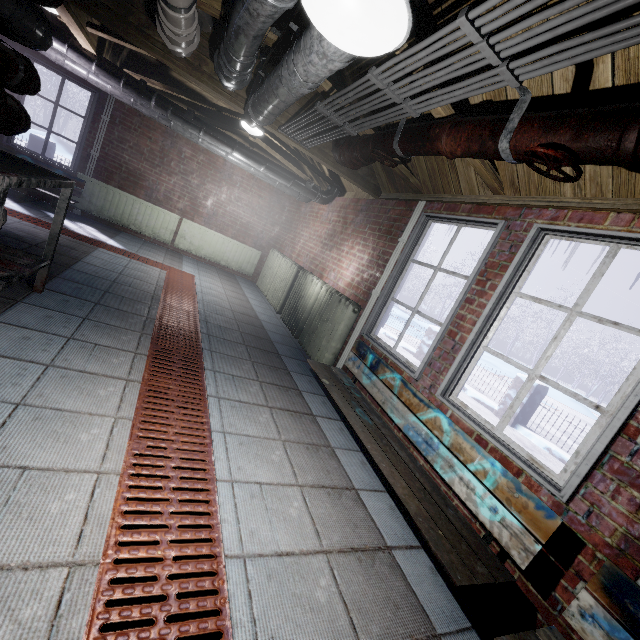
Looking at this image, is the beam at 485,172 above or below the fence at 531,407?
above

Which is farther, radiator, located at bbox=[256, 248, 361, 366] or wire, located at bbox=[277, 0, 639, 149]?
radiator, located at bbox=[256, 248, 361, 366]

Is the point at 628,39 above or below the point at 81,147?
above

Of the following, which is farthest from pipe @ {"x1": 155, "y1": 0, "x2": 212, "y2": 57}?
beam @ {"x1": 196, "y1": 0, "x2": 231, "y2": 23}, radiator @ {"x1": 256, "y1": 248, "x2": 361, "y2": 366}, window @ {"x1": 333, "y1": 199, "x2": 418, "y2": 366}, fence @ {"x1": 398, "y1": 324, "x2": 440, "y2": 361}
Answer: fence @ {"x1": 398, "y1": 324, "x2": 440, "y2": 361}

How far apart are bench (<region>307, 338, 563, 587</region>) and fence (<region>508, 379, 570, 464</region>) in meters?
4.4

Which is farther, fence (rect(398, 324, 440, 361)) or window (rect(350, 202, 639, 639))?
fence (rect(398, 324, 440, 361))

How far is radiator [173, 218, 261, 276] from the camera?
6.0 meters

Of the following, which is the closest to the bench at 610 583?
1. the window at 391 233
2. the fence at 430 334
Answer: the window at 391 233
